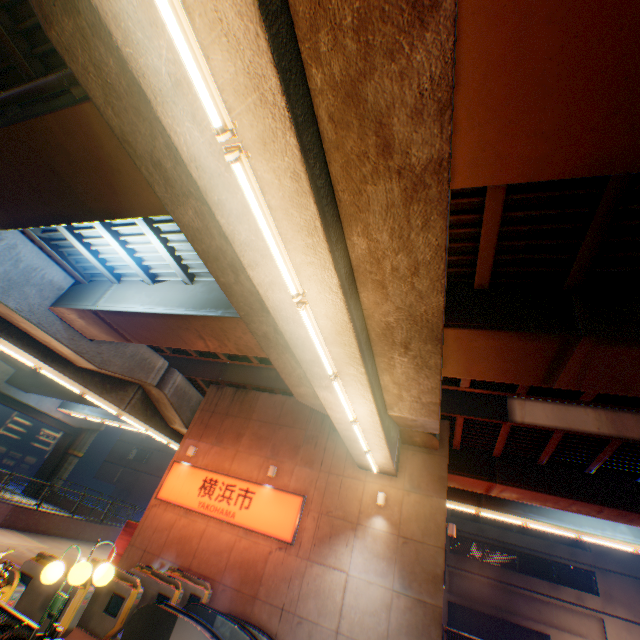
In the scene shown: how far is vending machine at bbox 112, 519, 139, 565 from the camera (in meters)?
13.33

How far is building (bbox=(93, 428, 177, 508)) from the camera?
41.4 meters

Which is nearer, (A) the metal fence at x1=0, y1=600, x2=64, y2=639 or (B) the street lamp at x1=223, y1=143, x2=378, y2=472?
(B) the street lamp at x1=223, y1=143, x2=378, y2=472

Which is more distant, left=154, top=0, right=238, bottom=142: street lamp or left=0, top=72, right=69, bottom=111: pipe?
left=0, top=72, right=69, bottom=111: pipe

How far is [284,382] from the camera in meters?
16.6 m

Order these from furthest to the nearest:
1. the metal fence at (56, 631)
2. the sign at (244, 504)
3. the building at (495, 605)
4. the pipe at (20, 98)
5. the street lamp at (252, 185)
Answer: the building at (495, 605) → the sign at (244, 504) → the pipe at (20, 98) → the metal fence at (56, 631) → the street lamp at (252, 185)

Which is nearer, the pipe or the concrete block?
the pipe

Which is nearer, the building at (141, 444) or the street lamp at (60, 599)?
the street lamp at (60, 599)
